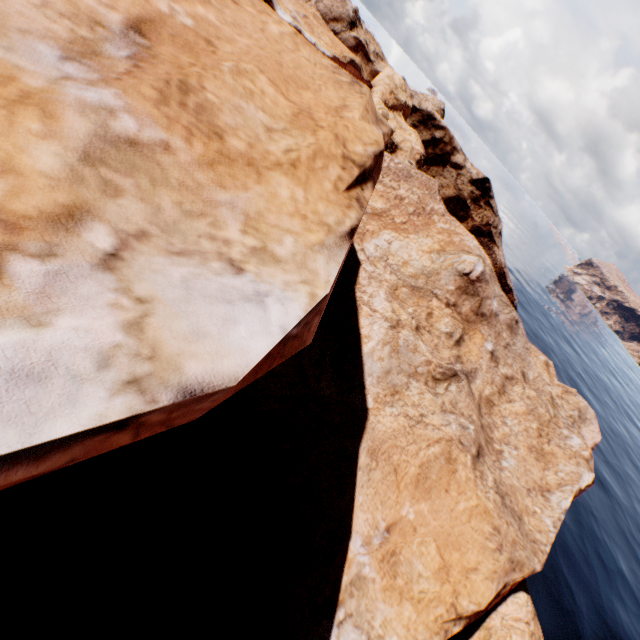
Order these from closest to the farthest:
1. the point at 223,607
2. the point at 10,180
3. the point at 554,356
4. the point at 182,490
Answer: the point at 10,180 < the point at 223,607 < the point at 182,490 < the point at 554,356
